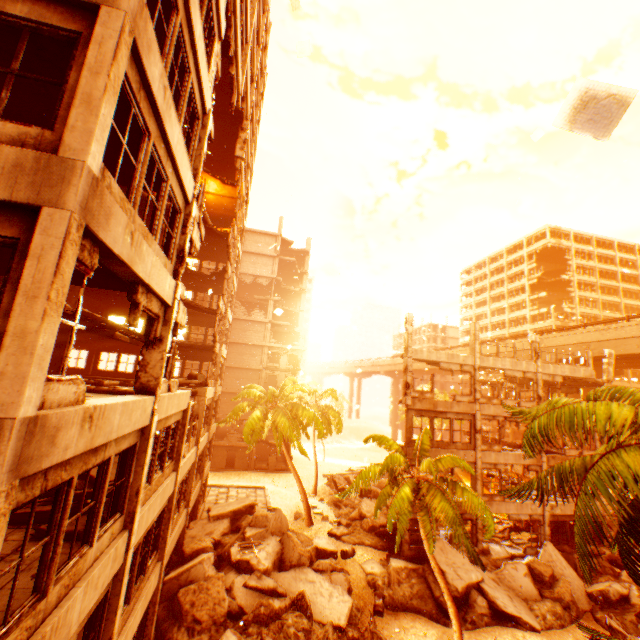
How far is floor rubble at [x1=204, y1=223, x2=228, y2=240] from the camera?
23.12m

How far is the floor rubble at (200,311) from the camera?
21.64m

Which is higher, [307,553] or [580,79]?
[580,79]

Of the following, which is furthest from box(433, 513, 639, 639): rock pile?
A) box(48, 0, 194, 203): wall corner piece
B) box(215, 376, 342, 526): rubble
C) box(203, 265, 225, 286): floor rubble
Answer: box(203, 265, 225, 286): floor rubble

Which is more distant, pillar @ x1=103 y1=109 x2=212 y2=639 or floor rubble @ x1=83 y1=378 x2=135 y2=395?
floor rubble @ x1=83 y1=378 x2=135 y2=395

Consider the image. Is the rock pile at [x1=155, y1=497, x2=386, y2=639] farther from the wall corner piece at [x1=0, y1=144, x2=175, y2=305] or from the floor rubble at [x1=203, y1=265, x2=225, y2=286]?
the floor rubble at [x1=203, y1=265, x2=225, y2=286]

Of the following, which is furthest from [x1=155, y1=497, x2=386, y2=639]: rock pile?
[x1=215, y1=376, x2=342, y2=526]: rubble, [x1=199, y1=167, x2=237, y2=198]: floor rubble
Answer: [x1=199, y1=167, x2=237, y2=198]: floor rubble
